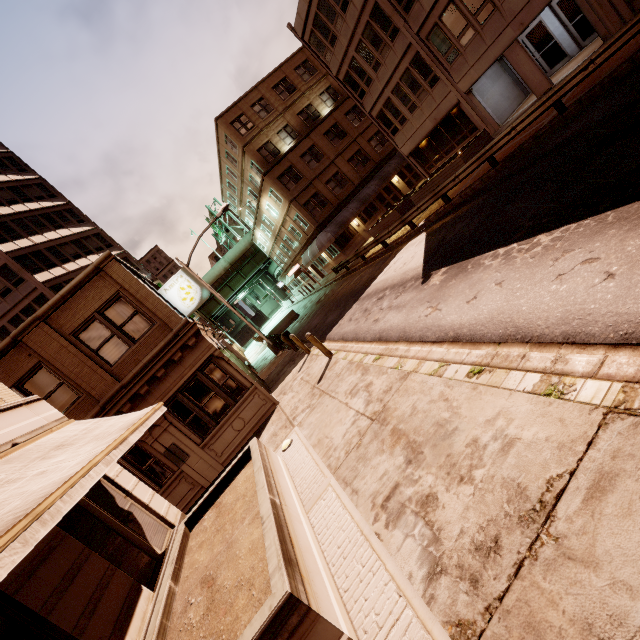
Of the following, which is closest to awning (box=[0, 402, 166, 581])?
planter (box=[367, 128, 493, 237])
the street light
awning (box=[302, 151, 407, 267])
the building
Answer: the building

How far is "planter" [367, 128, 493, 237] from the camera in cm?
1701

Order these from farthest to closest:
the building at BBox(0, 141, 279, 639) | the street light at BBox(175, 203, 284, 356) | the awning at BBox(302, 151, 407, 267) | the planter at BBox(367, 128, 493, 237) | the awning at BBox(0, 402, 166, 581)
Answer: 1. the awning at BBox(302, 151, 407, 267)
2. the street light at BBox(175, 203, 284, 356)
3. the planter at BBox(367, 128, 493, 237)
4. the building at BBox(0, 141, 279, 639)
5. the awning at BBox(0, 402, 166, 581)

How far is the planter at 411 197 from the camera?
17.0 meters

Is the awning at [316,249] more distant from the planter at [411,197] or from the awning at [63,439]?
the awning at [63,439]

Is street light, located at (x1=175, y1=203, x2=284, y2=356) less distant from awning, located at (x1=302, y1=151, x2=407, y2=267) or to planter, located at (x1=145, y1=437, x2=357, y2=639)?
awning, located at (x1=302, y1=151, x2=407, y2=267)

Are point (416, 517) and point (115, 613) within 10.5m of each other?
yes

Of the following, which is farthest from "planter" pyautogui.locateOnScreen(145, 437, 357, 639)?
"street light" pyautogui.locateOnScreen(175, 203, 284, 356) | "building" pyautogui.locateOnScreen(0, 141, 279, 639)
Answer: "street light" pyautogui.locateOnScreen(175, 203, 284, 356)
